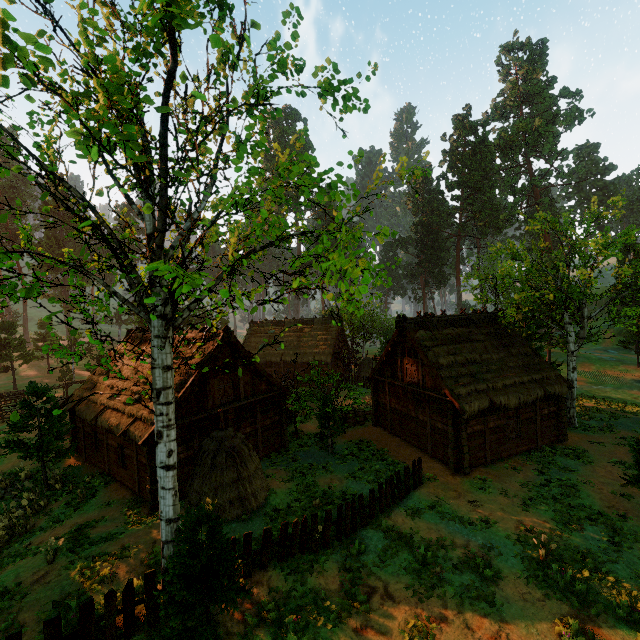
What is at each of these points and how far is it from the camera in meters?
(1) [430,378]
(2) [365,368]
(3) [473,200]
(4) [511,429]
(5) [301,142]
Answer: (1) building, 18.4 m
(2) hay bale, 37.1 m
(3) treerock, 58.7 m
(4) bp, 17.6 m
(5) treerock, 6.8 m

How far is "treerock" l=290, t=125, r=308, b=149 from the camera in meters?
6.7 m

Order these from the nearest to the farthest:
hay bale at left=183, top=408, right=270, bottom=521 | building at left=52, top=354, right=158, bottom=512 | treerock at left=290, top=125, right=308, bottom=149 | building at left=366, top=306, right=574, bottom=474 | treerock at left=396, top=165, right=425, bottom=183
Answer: treerock at left=290, top=125, right=308, bottom=149 → treerock at left=396, top=165, right=425, bottom=183 → hay bale at left=183, top=408, right=270, bottom=521 → building at left=52, top=354, right=158, bottom=512 → building at left=366, top=306, right=574, bottom=474

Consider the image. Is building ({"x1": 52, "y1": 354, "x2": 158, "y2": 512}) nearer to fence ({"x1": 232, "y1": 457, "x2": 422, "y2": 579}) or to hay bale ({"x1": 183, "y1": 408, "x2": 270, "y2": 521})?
hay bale ({"x1": 183, "y1": 408, "x2": 270, "y2": 521})

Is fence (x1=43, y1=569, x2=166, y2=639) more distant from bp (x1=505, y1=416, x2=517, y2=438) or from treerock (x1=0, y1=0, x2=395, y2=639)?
bp (x1=505, y1=416, x2=517, y2=438)

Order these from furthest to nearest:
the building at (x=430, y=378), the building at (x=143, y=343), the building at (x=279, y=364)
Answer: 1. the building at (x=143, y=343)
2. the building at (x=430, y=378)
3. the building at (x=279, y=364)

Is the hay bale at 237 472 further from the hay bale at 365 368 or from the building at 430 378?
the hay bale at 365 368

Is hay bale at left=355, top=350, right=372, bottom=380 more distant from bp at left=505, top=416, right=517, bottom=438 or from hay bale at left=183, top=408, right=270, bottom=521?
hay bale at left=183, top=408, right=270, bottom=521
